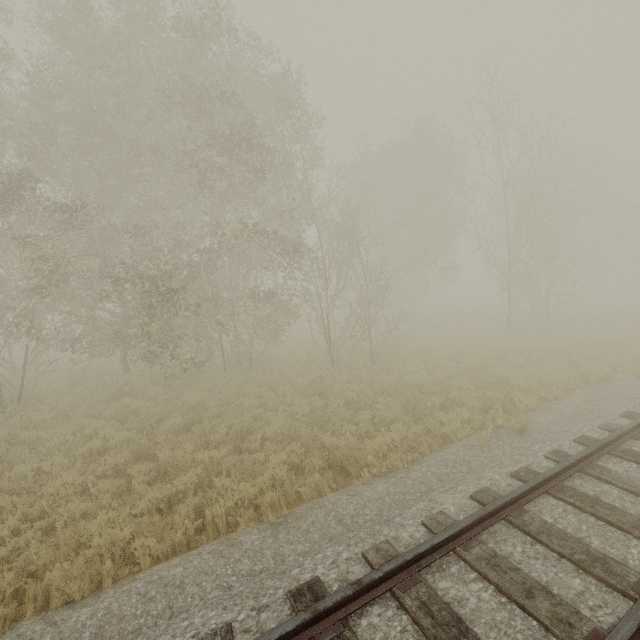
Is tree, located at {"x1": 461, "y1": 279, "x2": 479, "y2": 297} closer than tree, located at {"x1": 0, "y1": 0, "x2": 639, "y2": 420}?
No

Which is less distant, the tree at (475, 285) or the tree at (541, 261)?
the tree at (541, 261)

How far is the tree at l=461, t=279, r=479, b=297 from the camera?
57.6 meters

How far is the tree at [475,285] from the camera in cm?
5756

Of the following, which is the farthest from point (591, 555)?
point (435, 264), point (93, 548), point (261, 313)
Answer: point (435, 264)
